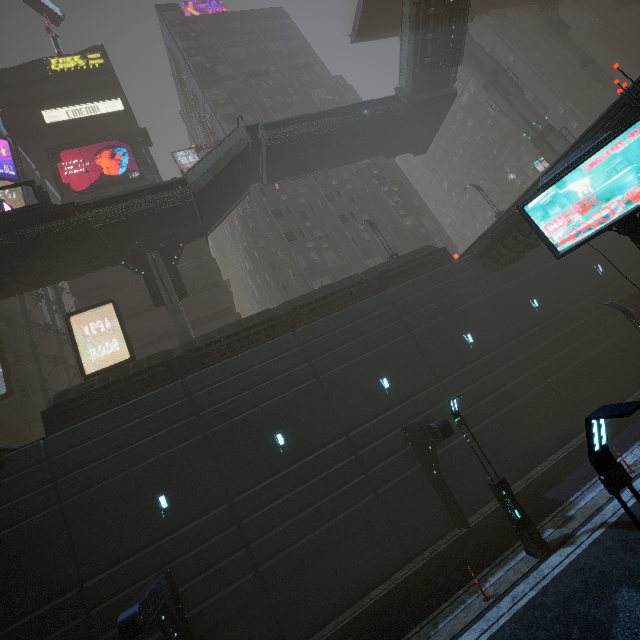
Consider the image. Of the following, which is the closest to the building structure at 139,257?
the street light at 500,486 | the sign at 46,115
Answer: the street light at 500,486

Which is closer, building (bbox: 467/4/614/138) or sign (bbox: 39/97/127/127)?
sign (bbox: 39/97/127/127)

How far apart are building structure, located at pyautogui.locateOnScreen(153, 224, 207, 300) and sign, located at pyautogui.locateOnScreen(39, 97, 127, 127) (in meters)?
22.71

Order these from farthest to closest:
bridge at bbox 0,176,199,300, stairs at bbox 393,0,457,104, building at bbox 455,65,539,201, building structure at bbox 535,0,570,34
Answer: building at bbox 455,65,539,201
building structure at bbox 535,0,570,34
stairs at bbox 393,0,457,104
bridge at bbox 0,176,199,300

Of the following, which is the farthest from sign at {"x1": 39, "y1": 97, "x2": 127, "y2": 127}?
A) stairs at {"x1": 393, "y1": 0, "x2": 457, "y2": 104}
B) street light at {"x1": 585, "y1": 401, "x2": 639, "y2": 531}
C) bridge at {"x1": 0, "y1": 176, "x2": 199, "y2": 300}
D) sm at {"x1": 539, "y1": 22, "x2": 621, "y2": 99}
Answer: street light at {"x1": 585, "y1": 401, "x2": 639, "y2": 531}

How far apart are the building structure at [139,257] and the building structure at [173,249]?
0.7m

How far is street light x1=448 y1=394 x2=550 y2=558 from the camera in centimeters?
1071cm

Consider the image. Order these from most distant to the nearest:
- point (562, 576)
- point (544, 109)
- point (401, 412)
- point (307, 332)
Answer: point (544, 109), point (307, 332), point (401, 412), point (562, 576)
